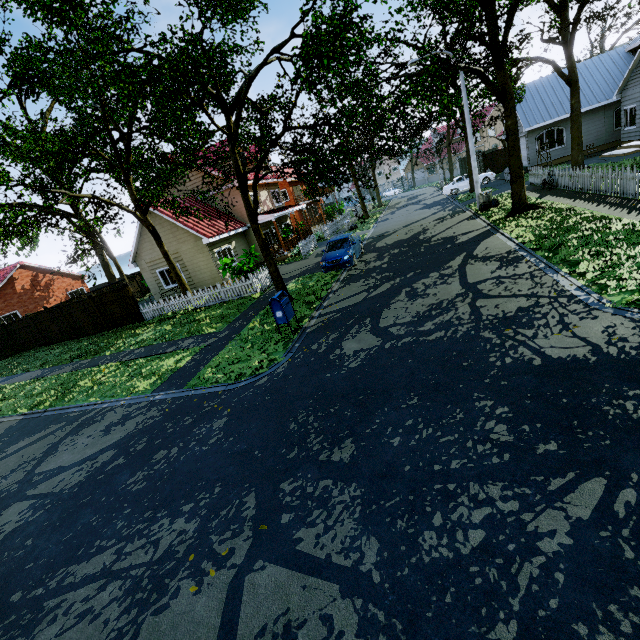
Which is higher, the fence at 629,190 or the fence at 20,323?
the fence at 20,323

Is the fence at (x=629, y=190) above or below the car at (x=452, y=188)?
below

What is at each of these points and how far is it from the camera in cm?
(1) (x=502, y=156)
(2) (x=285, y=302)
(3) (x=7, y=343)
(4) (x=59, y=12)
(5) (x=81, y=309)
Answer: (1) fence, 3281
(2) mailbox, 990
(3) fence, 2261
(4) tree, 1038
(5) fence, 1997

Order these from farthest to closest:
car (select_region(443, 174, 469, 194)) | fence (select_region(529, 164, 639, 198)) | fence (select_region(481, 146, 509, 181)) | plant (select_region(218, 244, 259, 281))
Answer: car (select_region(443, 174, 469, 194))
fence (select_region(481, 146, 509, 181))
plant (select_region(218, 244, 259, 281))
fence (select_region(529, 164, 639, 198))

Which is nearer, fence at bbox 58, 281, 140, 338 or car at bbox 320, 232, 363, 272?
car at bbox 320, 232, 363, 272

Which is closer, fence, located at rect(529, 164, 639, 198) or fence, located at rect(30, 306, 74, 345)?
fence, located at rect(529, 164, 639, 198)

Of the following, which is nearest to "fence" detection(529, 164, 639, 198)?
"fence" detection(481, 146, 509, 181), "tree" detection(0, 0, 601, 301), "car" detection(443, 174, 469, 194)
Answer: "fence" detection(481, 146, 509, 181)

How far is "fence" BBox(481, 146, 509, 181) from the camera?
27.03m
